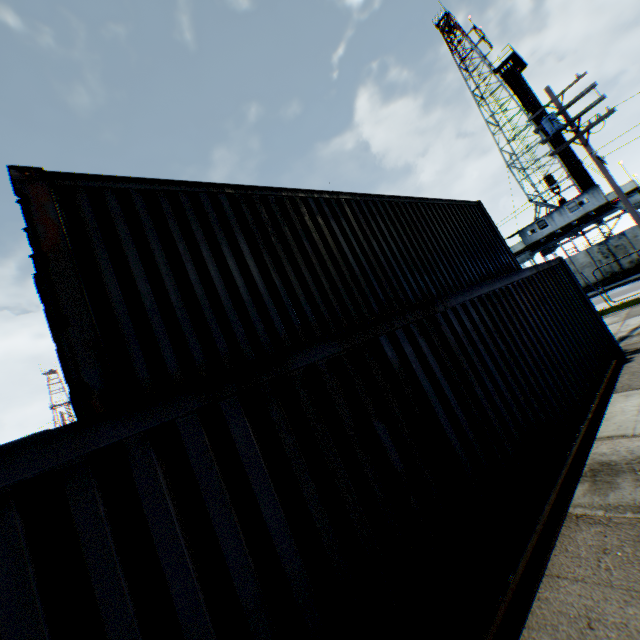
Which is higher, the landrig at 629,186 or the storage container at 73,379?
the landrig at 629,186

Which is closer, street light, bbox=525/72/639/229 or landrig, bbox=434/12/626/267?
street light, bbox=525/72/639/229

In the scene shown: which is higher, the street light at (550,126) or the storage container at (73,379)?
the street light at (550,126)

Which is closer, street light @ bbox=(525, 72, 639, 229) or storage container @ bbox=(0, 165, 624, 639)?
storage container @ bbox=(0, 165, 624, 639)

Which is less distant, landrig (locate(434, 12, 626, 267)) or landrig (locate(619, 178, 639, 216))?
landrig (locate(619, 178, 639, 216))

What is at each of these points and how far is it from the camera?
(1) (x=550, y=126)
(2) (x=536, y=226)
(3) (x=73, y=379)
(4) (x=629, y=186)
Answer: (1) street light, 13.38m
(2) landrig, 31.69m
(3) storage container, 3.69m
(4) landrig, 27.34m

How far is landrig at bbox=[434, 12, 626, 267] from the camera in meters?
29.4 m

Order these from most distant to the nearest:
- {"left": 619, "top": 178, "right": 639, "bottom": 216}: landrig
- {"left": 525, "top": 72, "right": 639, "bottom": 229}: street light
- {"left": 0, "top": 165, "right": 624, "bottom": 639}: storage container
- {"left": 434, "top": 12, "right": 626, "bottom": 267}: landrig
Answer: {"left": 434, "top": 12, "right": 626, "bottom": 267}: landrig
{"left": 619, "top": 178, "right": 639, "bottom": 216}: landrig
{"left": 525, "top": 72, "right": 639, "bottom": 229}: street light
{"left": 0, "top": 165, "right": 624, "bottom": 639}: storage container
